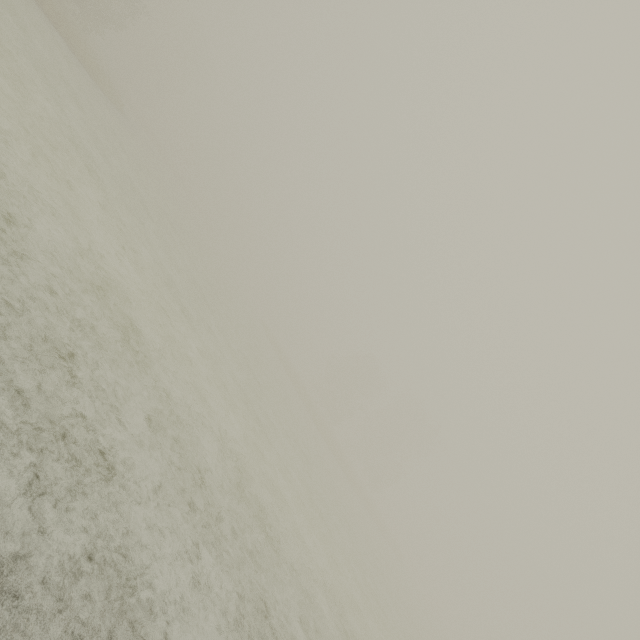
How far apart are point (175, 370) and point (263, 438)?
5.81m
